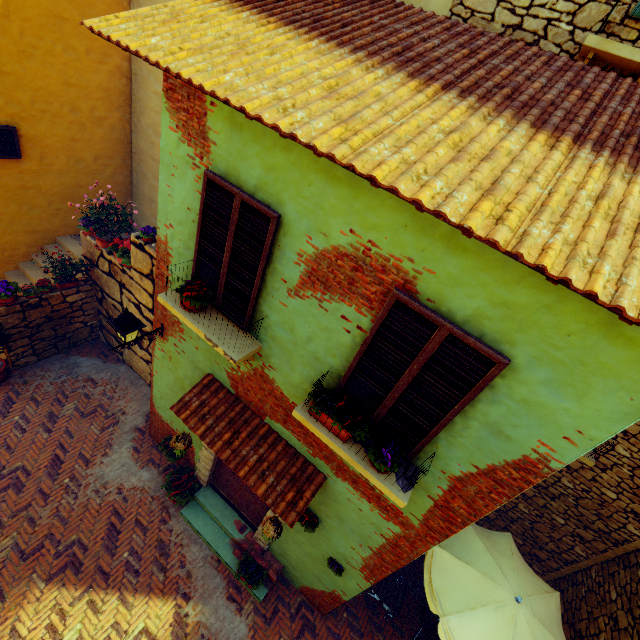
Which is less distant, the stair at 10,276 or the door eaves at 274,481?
the door eaves at 274,481

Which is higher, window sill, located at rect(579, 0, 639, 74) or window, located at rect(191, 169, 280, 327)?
window sill, located at rect(579, 0, 639, 74)

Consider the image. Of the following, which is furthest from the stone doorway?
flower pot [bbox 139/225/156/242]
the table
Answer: flower pot [bbox 139/225/156/242]

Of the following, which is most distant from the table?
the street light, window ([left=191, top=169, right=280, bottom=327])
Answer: the street light

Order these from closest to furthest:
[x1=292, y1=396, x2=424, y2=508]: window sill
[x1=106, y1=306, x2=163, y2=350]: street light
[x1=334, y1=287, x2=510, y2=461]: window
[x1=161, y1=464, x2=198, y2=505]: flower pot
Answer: [x1=334, y1=287, x2=510, y2=461]: window, [x1=292, y1=396, x2=424, y2=508]: window sill, [x1=106, y1=306, x2=163, y2=350]: street light, [x1=161, y1=464, x2=198, y2=505]: flower pot

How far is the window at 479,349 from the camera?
2.8m

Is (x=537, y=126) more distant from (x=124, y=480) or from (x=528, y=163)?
(x=124, y=480)

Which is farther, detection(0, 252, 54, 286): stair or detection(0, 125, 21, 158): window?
detection(0, 252, 54, 286): stair
